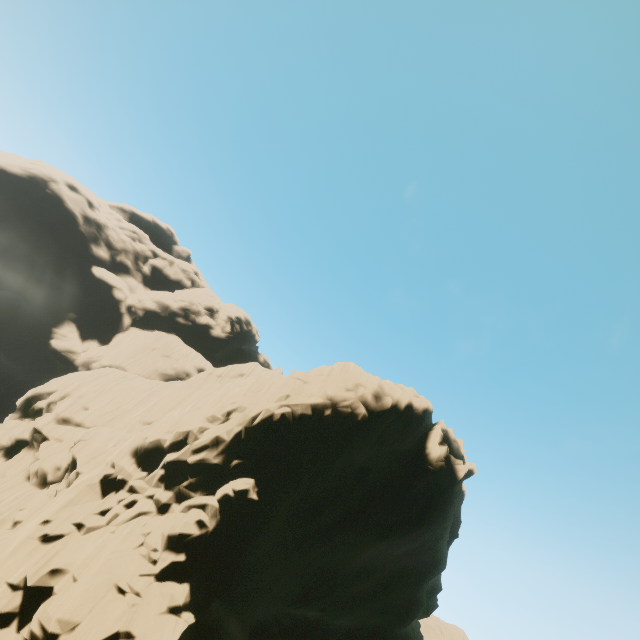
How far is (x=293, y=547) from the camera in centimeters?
1880cm
